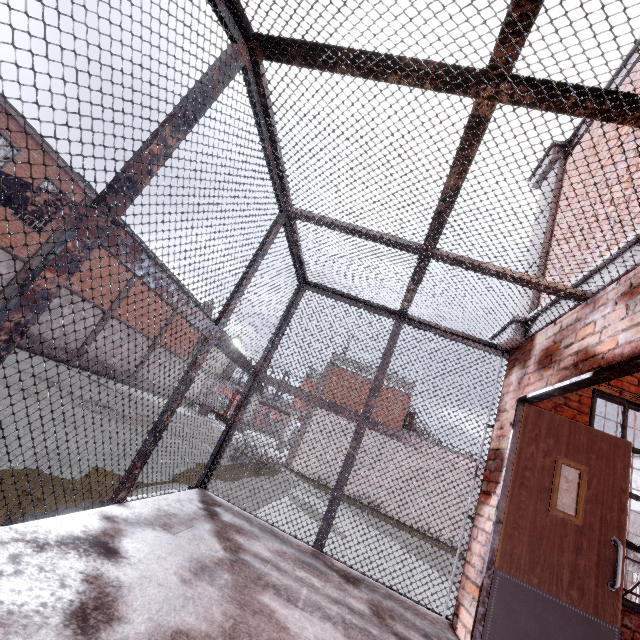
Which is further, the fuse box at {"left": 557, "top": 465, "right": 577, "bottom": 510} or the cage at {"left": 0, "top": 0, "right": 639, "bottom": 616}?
the fuse box at {"left": 557, "top": 465, "right": 577, "bottom": 510}

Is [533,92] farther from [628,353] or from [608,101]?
[628,353]

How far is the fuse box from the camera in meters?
3.1 m

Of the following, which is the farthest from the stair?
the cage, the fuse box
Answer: the fuse box

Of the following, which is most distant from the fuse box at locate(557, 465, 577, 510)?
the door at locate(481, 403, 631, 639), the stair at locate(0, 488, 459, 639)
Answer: the stair at locate(0, 488, 459, 639)

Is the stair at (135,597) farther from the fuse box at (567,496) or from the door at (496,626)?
the fuse box at (567,496)

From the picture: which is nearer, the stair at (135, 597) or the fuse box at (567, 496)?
the stair at (135, 597)

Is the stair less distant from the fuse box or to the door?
the door
